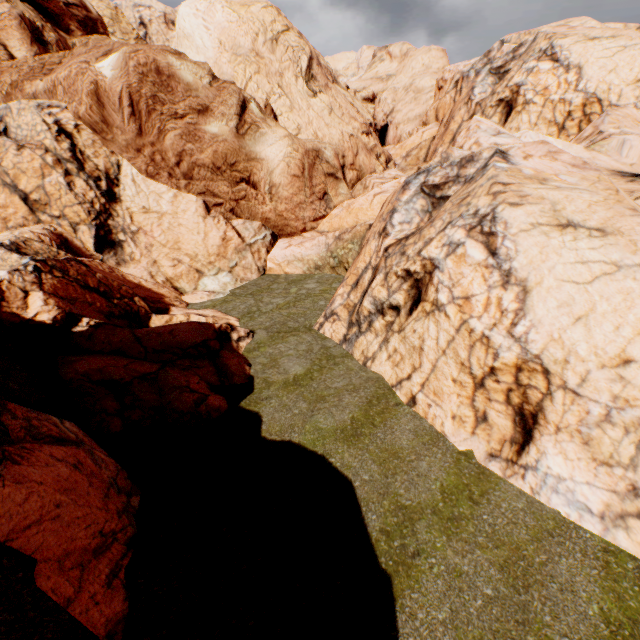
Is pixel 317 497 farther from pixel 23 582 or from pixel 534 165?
pixel 534 165

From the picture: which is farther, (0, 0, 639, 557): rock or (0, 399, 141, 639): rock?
(0, 0, 639, 557): rock

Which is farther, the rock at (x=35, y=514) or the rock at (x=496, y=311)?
the rock at (x=496, y=311)
